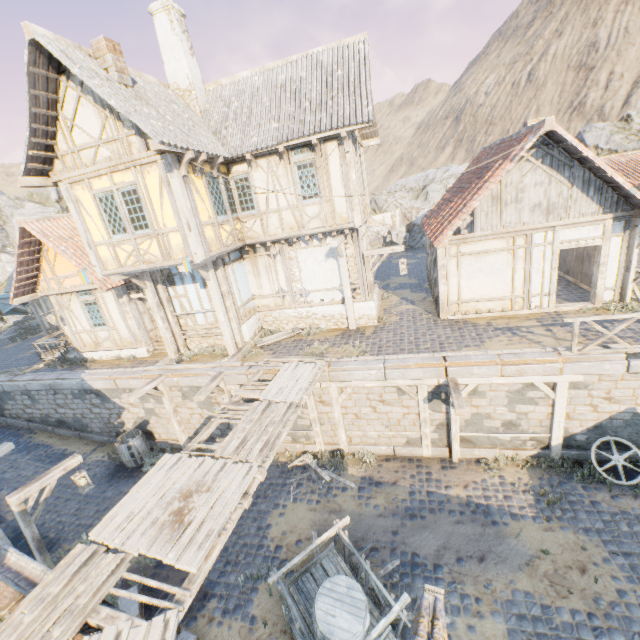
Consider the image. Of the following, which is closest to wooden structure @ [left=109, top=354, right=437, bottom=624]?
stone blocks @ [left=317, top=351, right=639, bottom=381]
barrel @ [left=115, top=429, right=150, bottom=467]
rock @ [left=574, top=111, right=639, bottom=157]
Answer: stone blocks @ [left=317, top=351, right=639, bottom=381]

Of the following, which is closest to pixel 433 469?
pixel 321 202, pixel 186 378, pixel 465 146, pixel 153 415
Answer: pixel 186 378

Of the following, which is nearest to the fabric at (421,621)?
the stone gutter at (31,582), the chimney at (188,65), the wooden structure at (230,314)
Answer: the wooden structure at (230,314)

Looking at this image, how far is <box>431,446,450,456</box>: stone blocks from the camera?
10.2m

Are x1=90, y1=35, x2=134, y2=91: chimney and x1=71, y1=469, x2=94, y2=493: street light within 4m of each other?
no

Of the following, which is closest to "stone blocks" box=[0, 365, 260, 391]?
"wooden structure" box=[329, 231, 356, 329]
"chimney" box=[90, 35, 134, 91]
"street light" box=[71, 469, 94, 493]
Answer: "wooden structure" box=[329, 231, 356, 329]

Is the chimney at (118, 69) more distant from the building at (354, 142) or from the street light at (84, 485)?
the street light at (84, 485)

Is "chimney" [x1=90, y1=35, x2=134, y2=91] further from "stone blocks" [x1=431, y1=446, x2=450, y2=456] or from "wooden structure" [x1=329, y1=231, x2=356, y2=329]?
"stone blocks" [x1=431, y1=446, x2=450, y2=456]
